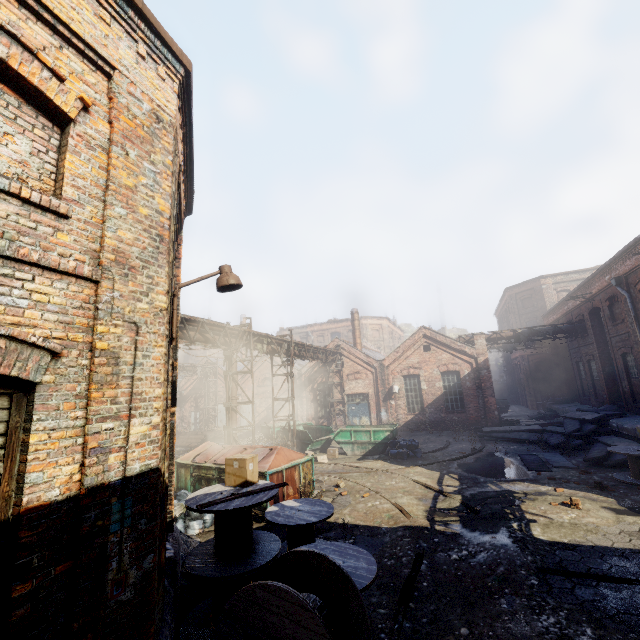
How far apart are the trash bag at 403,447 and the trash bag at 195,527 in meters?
8.6

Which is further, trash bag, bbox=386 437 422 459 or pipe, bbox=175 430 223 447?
pipe, bbox=175 430 223 447

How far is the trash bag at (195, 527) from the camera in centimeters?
857cm

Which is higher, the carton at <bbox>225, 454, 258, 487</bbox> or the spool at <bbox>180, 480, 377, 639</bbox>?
the carton at <bbox>225, 454, 258, 487</bbox>

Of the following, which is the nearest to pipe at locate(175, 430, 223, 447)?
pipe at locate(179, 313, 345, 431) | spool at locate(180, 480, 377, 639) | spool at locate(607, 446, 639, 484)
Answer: pipe at locate(179, 313, 345, 431)

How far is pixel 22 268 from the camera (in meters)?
2.79

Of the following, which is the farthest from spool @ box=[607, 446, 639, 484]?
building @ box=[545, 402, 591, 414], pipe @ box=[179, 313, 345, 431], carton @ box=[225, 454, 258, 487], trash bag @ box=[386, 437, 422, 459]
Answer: pipe @ box=[179, 313, 345, 431]

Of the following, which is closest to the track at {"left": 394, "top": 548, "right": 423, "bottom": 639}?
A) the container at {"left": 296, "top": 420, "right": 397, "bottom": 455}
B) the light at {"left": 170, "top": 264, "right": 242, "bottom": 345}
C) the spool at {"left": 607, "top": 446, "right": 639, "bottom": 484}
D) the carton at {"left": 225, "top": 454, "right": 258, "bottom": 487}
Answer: the carton at {"left": 225, "top": 454, "right": 258, "bottom": 487}
